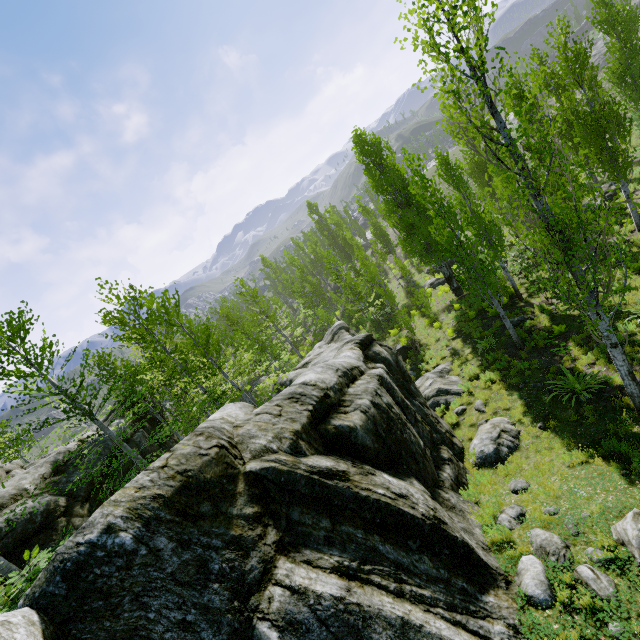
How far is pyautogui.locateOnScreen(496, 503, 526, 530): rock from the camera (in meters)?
6.58

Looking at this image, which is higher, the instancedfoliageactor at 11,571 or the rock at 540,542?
the instancedfoliageactor at 11,571

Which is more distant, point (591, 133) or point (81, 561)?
point (591, 133)

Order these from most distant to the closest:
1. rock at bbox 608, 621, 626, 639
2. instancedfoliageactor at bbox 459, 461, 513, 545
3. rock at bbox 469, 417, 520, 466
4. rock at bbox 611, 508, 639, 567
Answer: rock at bbox 469, 417, 520, 466 < instancedfoliageactor at bbox 459, 461, 513, 545 < rock at bbox 611, 508, 639, 567 < rock at bbox 608, 621, 626, 639

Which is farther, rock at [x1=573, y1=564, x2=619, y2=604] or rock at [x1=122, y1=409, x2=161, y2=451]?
rock at [x1=122, y1=409, x2=161, y2=451]
